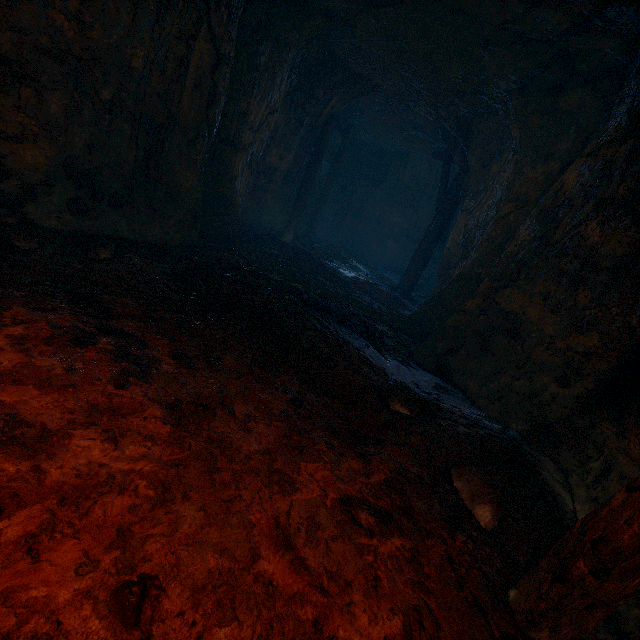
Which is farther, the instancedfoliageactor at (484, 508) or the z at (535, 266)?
the instancedfoliageactor at (484, 508)

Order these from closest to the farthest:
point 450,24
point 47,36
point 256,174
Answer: point 47,36 < point 450,24 < point 256,174

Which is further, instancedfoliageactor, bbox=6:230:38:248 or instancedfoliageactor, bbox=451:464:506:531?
instancedfoliageactor, bbox=6:230:38:248

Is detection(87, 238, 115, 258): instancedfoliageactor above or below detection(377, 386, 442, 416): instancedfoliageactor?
below

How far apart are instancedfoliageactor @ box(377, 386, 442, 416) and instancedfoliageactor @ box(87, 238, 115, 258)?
3.3m

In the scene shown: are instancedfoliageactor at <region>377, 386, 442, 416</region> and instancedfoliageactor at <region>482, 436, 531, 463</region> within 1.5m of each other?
yes

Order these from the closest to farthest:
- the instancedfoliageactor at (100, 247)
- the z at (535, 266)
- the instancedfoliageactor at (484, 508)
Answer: the z at (535, 266)
the instancedfoliageactor at (484, 508)
the instancedfoliageactor at (100, 247)

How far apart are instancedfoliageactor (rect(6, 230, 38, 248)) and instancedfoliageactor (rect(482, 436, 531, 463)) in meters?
4.6 m
